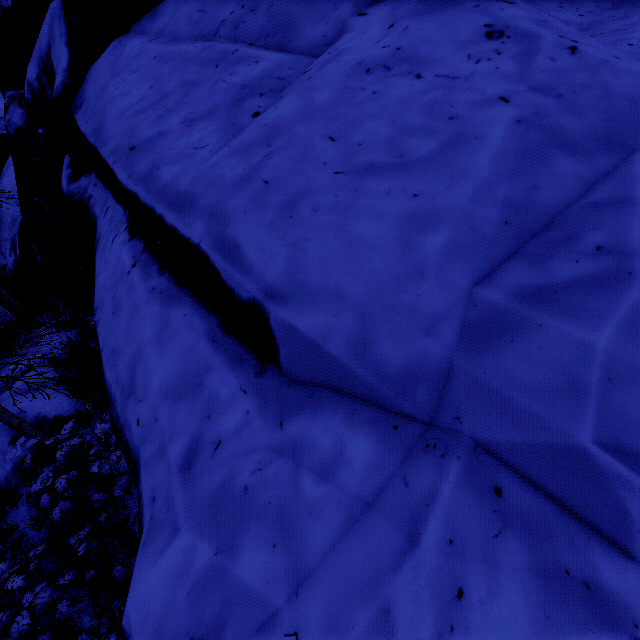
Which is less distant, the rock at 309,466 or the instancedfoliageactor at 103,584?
the rock at 309,466

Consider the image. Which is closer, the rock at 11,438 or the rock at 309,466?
the rock at 309,466

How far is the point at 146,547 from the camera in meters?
1.6

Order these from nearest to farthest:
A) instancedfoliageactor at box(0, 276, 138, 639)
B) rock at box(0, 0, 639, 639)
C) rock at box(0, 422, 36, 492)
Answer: rock at box(0, 0, 639, 639)
instancedfoliageactor at box(0, 276, 138, 639)
rock at box(0, 422, 36, 492)

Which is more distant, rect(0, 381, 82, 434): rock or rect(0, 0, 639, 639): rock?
rect(0, 381, 82, 434): rock

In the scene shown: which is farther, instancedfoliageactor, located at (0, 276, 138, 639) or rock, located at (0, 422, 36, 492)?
rock, located at (0, 422, 36, 492)
